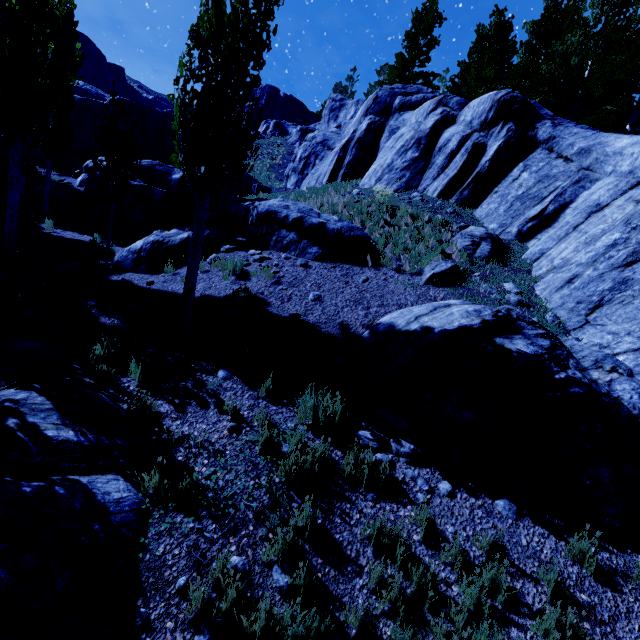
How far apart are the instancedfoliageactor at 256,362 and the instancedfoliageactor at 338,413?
1.14m

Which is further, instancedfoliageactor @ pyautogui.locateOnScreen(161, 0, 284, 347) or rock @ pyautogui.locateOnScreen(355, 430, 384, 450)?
instancedfoliageactor @ pyautogui.locateOnScreen(161, 0, 284, 347)

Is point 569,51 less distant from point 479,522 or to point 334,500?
point 479,522

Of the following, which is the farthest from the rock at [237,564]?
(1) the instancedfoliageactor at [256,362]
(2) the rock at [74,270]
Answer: (1) the instancedfoliageactor at [256,362]

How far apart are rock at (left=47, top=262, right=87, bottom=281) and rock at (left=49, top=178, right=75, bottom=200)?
12.4m

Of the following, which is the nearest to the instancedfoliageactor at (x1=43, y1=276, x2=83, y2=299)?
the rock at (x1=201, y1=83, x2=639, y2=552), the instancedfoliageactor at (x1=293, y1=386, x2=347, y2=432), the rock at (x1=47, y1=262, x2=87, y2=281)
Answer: the rock at (x1=201, y1=83, x2=639, y2=552)

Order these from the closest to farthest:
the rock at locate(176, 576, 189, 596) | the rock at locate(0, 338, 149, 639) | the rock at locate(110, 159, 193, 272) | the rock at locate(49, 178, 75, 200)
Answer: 1. the rock at locate(0, 338, 149, 639)
2. the rock at locate(176, 576, 189, 596)
3. the rock at locate(110, 159, 193, 272)
4. the rock at locate(49, 178, 75, 200)

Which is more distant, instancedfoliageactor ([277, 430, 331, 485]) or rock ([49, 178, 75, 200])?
rock ([49, 178, 75, 200])
